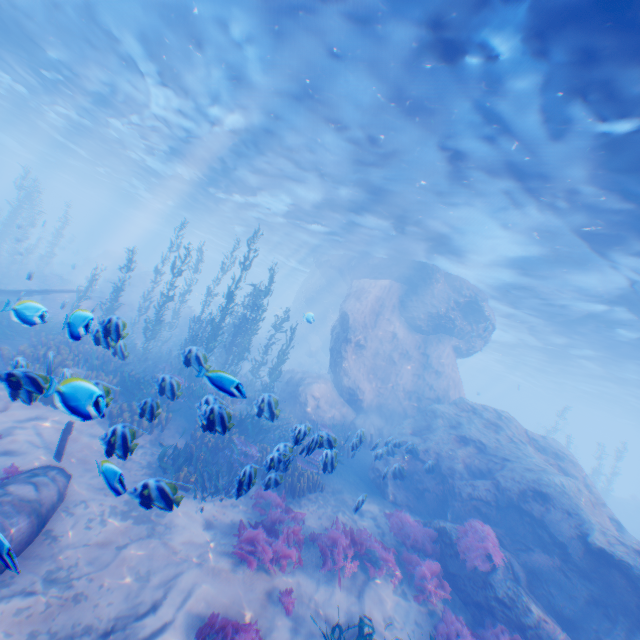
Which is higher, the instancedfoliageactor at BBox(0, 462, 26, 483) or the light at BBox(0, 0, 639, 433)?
the light at BBox(0, 0, 639, 433)

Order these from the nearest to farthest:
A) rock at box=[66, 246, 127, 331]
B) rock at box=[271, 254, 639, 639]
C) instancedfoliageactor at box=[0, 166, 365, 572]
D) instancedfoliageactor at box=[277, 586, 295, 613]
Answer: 1. rock at box=[66, 246, 127, 331]
2. instancedfoliageactor at box=[0, 166, 365, 572]
3. instancedfoliageactor at box=[277, 586, 295, 613]
4. rock at box=[271, 254, 639, 639]

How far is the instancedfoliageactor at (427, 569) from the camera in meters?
8.0

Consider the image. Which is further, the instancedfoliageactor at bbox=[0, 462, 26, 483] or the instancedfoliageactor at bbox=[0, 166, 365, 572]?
the instancedfoliageactor at bbox=[0, 462, 26, 483]

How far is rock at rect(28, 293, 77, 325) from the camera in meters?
5.4 m

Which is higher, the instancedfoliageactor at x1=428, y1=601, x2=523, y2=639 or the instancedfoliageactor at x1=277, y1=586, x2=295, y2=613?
the instancedfoliageactor at x1=428, y1=601, x2=523, y2=639

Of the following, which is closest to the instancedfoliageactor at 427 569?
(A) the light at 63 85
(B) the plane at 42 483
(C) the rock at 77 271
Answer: (C) the rock at 77 271

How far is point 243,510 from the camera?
9.1m
